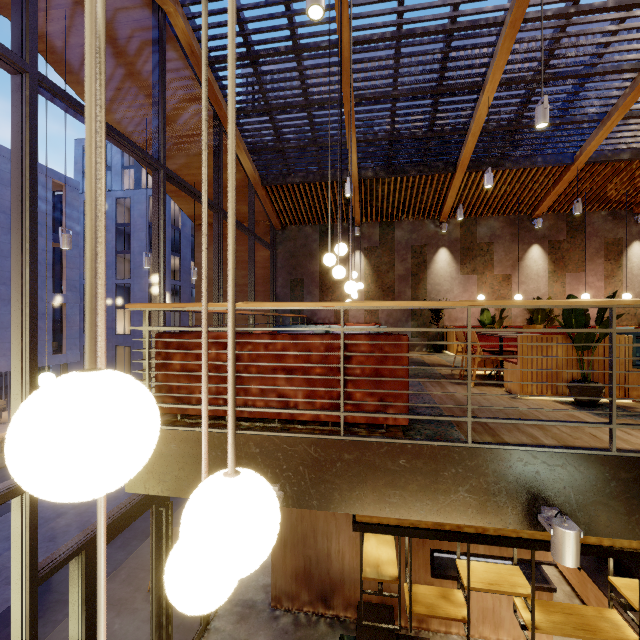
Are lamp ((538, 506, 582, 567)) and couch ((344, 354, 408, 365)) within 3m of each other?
yes

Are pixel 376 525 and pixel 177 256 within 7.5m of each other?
no

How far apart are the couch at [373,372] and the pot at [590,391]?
2.1 meters

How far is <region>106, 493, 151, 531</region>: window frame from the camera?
4.1 meters

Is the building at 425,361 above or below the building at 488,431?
above

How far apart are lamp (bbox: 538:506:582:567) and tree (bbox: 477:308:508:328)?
4.5 meters

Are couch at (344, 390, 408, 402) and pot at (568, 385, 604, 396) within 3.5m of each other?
yes

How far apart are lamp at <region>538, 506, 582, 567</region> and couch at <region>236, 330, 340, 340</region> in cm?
113
